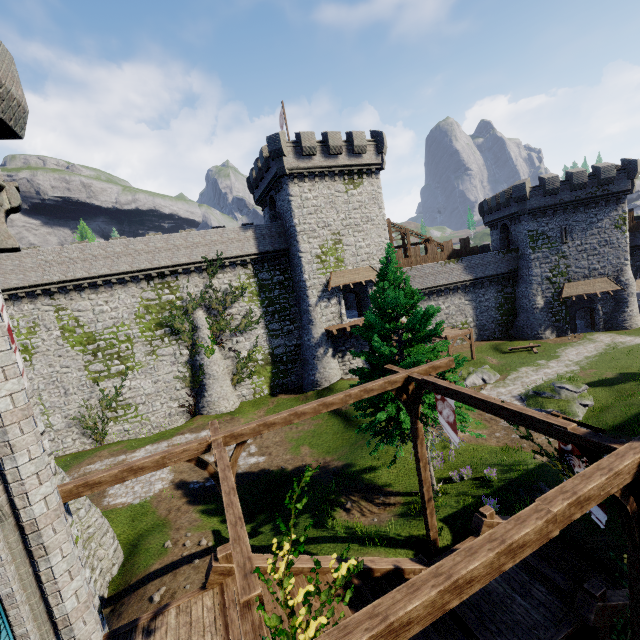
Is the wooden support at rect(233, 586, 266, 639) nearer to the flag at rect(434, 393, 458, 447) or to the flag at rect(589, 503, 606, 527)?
the flag at rect(589, 503, 606, 527)

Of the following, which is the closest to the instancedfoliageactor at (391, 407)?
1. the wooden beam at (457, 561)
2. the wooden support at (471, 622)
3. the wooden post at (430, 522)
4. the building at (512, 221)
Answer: the wooden post at (430, 522)

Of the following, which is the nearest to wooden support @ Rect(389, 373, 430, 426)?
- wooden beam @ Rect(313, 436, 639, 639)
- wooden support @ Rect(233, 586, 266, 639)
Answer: wooden beam @ Rect(313, 436, 639, 639)

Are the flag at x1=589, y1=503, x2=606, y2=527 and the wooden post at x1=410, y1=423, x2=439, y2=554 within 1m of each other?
no

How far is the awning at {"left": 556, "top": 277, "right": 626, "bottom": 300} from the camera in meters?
33.7

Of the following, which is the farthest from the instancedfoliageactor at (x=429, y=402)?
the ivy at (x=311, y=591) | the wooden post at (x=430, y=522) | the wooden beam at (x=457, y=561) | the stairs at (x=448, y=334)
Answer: the stairs at (x=448, y=334)

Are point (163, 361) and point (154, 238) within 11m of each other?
yes

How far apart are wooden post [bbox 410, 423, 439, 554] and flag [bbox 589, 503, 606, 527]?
4.17m
